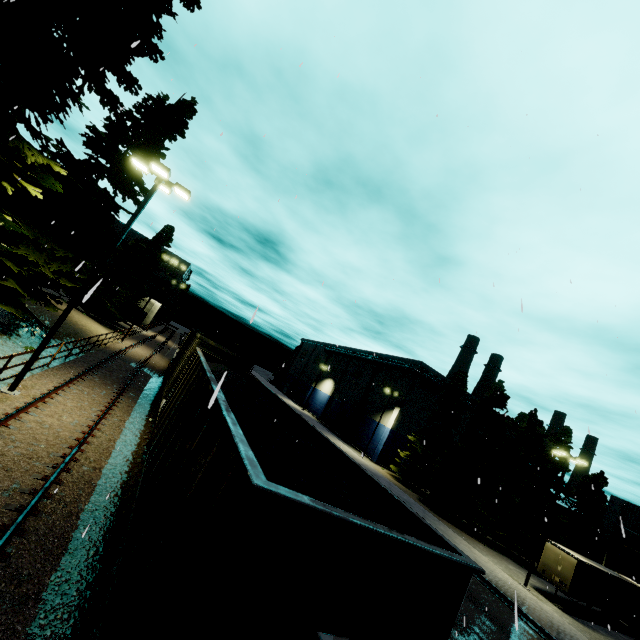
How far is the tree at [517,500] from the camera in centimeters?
3147cm

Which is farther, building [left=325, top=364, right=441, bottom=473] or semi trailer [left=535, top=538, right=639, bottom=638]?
building [left=325, top=364, right=441, bottom=473]

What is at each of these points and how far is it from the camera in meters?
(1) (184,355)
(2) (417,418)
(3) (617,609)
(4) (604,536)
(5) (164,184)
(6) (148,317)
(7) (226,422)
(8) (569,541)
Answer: (1) cargo car, 17.8
(2) building, 48.1
(3) semi trailer, 24.4
(4) building, 32.8
(5) light, 13.9
(6) building, 56.1
(7) coal car, 4.1
(8) tree, 36.3

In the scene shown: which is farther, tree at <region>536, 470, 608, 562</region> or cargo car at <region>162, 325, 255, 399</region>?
tree at <region>536, 470, 608, 562</region>

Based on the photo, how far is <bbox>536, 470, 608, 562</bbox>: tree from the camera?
31.0m

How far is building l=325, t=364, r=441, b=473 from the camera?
46.2m

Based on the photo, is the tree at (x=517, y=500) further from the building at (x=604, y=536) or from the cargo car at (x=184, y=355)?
the cargo car at (x=184, y=355)

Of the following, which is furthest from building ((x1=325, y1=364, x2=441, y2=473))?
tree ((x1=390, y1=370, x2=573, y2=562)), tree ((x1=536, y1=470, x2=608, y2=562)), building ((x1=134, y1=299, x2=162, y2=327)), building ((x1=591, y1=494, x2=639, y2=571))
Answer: building ((x1=134, y1=299, x2=162, y2=327))
